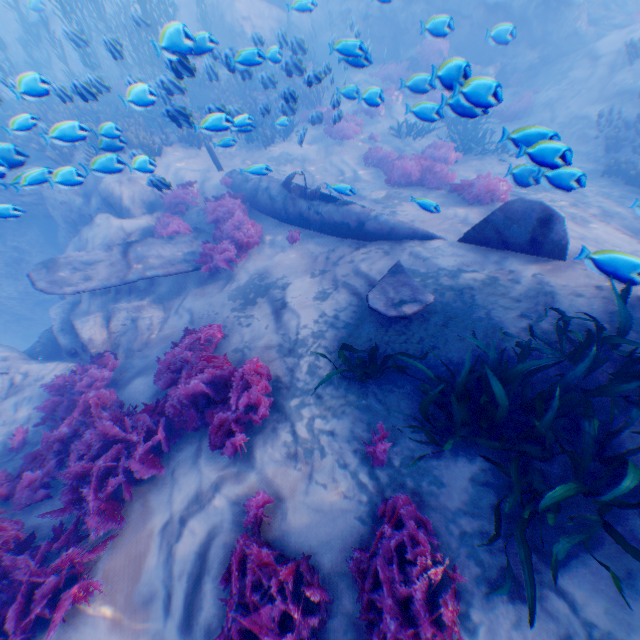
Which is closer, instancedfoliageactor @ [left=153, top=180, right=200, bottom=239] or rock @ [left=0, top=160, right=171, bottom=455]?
rock @ [left=0, top=160, right=171, bottom=455]

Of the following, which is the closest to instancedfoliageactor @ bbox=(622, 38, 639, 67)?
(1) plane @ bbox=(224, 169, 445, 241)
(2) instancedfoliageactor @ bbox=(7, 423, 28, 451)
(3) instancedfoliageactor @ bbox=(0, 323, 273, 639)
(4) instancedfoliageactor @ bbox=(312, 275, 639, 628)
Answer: (1) plane @ bbox=(224, 169, 445, 241)

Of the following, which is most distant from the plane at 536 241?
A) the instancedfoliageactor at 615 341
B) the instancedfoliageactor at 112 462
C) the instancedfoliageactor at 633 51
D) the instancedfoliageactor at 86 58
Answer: the instancedfoliageactor at 633 51

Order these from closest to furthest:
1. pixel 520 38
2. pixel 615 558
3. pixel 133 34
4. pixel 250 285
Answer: pixel 615 558 → pixel 250 285 → pixel 133 34 → pixel 520 38

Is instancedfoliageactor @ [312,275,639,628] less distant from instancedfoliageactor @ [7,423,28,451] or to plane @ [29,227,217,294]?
plane @ [29,227,217,294]

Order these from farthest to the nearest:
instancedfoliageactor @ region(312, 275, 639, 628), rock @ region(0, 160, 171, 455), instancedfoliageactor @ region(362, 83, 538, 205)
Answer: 1. rock @ region(0, 160, 171, 455)
2. instancedfoliageactor @ region(362, 83, 538, 205)
3. instancedfoliageactor @ region(312, 275, 639, 628)

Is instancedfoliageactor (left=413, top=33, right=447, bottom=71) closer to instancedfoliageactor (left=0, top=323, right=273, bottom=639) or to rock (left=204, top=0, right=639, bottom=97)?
rock (left=204, top=0, right=639, bottom=97)

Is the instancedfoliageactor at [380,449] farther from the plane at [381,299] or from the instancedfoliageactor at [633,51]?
the instancedfoliageactor at [633,51]
